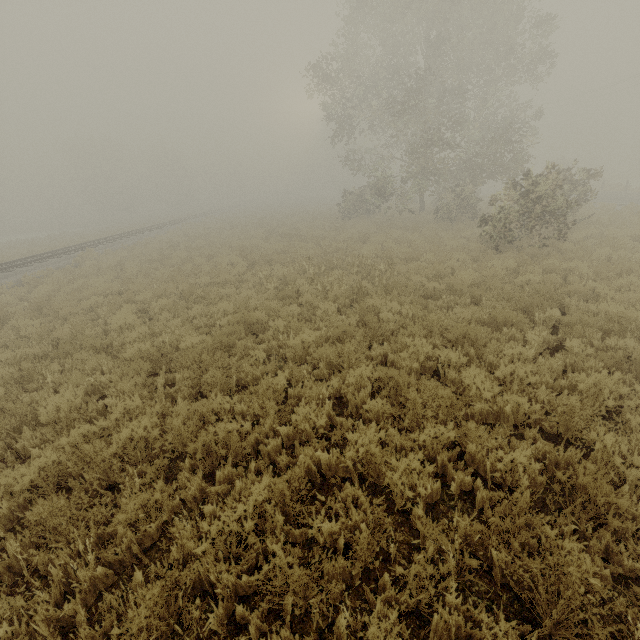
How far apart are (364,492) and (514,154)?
23.78m
